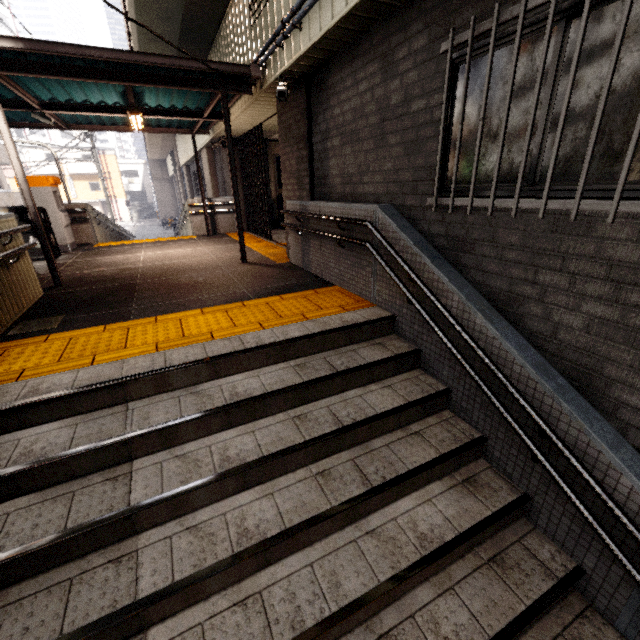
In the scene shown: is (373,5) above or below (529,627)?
above

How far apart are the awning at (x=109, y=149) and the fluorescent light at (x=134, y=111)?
45.40m

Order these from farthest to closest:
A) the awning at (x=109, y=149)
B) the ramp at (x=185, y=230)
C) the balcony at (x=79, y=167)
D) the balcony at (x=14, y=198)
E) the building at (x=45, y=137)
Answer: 1. the building at (x=45, y=137)
2. the awning at (x=109, y=149)
3. the balcony at (x=79, y=167)
4. the balcony at (x=14, y=198)
5. the ramp at (x=185, y=230)

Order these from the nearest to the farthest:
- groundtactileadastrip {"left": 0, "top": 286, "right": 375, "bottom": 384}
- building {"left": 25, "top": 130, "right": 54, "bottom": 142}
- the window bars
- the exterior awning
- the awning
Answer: the window bars → groundtactileadastrip {"left": 0, "top": 286, "right": 375, "bottom": 384} → the exterior awning → the awning → building {"left": 25, "top": 130, "right": 54, "bottom": 142}

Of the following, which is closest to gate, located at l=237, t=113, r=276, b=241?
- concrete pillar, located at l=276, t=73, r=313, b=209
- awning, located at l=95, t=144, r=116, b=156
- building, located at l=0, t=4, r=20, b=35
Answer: concrete pillar, located at l=276, t=73, r=313, b=209

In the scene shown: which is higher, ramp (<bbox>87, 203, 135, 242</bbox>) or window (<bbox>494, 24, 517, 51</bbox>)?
window (<bbox>494, 24, 517, 51</bbox>)

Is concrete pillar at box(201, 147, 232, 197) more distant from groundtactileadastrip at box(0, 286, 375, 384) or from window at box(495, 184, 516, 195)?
window at box(495, 184, 516, 195)

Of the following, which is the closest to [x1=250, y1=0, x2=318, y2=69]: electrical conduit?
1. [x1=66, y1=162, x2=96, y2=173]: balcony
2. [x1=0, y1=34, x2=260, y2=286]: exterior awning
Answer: [x1=0, y1=34, x2=260, y2=286]: exterior awning
